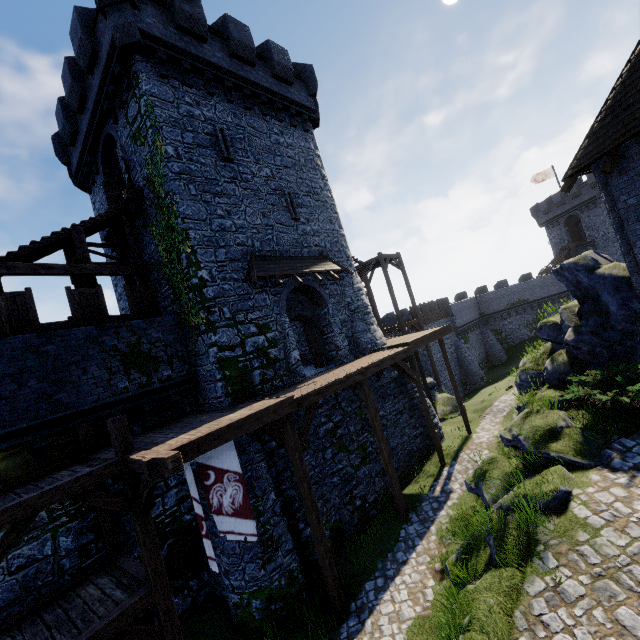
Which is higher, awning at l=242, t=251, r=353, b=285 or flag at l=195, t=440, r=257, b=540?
awning at l=242, t=251, r=353, b=285

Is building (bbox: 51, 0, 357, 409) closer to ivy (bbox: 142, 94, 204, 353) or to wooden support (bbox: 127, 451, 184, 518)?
ivy (bbox: 142, 94, 204, 353)

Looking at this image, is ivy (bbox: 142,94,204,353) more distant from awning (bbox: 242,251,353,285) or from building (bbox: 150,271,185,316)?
awning (bbox: 242,251,353,285)

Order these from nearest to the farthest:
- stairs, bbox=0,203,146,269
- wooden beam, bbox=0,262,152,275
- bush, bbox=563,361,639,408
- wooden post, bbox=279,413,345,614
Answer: bush, bbox=563,361,639,408 < wooden post, bbox=279,413,345,614 < wooden beam, bbox=0,262,152,275 < stairs, bbox=0,203,146,269

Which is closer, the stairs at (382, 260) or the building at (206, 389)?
the building at (206, 389)

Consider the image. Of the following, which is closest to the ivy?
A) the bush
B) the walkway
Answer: the walkway

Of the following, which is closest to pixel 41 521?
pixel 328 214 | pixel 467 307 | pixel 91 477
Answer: pixel 91 477

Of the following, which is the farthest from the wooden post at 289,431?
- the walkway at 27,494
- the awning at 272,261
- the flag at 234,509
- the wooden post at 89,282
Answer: the wooden post at 89,282
